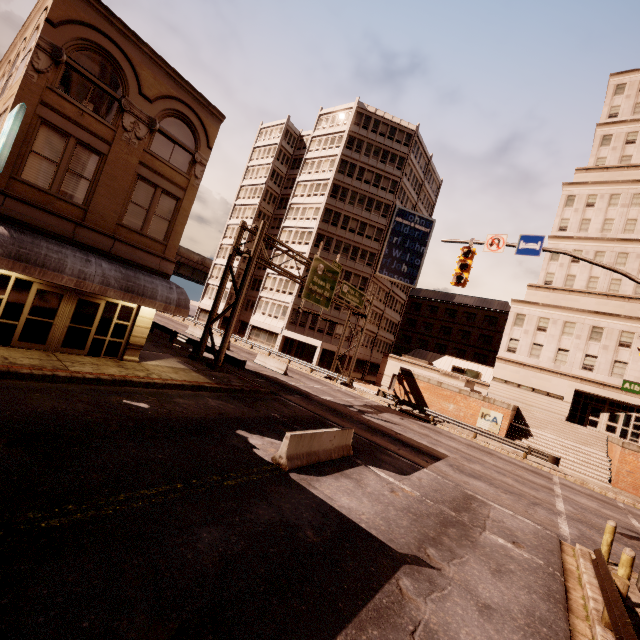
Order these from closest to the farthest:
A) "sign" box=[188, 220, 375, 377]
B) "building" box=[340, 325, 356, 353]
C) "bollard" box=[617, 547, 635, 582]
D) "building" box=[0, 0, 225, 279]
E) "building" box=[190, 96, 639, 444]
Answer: "bollard" box=[617, 547, 635, 582] → "building" box=[0, 0, 225, 279] → "sign" box=[188, 220, 375, 377] → "building" box=[190, 96, 639, 444] → "building" box=[340, 325, 356, 353]

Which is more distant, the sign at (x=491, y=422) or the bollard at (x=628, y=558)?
the sign at (x=491, y=422)

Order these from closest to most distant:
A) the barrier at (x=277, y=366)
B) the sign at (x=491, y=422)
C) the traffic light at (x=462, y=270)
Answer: the traffic light at (x=462, y=270) → the sign at (x=491, y=422) → the barrier at (x=277, y=366)

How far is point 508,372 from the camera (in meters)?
37.09

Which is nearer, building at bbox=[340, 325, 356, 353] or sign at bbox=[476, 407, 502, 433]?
sign at bbox=[476, 407, 502, 433]

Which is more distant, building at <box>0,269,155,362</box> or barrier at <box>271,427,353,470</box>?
building at <box>0,269,155,362</box>

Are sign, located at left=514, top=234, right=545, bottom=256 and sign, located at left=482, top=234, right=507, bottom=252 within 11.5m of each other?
yes

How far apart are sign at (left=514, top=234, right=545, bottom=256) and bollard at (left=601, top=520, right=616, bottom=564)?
8.6 meters
